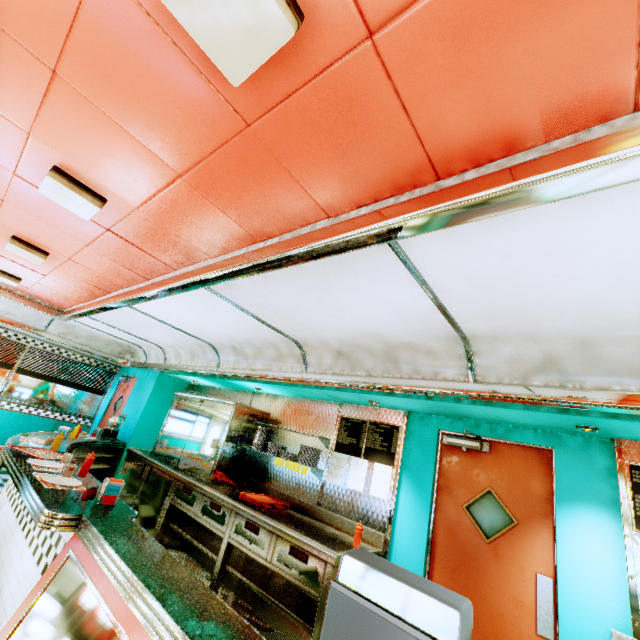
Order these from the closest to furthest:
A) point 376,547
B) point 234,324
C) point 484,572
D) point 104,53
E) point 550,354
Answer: point 104,53, point 550,354, point 484,572, point 376,547, point 234,324

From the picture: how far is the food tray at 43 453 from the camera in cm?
341

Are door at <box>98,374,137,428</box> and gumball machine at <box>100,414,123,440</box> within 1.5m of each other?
yes

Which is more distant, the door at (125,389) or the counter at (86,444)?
the door at (125,389)

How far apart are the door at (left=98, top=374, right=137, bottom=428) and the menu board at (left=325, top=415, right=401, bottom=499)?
5.6m

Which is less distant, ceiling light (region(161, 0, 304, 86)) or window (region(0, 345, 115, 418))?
ceiling light (region(161, 0, 304, 86))

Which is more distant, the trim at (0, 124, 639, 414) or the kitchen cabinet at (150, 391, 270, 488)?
the kitchen cabinet at (150, 391, 270, 488)

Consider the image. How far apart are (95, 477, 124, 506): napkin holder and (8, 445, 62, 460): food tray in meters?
1.4
